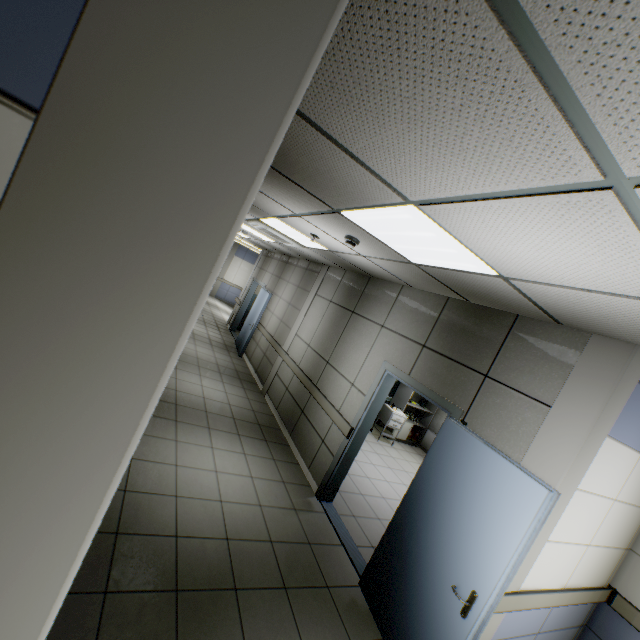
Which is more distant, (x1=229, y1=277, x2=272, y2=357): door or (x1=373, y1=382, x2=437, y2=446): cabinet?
(x1=229, y1=277, x2=272, y2=357): door

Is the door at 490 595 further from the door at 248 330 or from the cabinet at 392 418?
the door at 248 330

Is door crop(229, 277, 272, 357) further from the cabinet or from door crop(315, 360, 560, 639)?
door crop(315, 360, 560, 639)

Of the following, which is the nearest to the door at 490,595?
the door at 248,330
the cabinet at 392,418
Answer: the cabinet at 392,418

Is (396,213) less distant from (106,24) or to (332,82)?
(332,82)

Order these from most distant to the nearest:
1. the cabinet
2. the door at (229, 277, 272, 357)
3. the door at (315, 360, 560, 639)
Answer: the door at (229, 277, 272, 357) < the cabinet < the door at (315, 360, 560, 639)

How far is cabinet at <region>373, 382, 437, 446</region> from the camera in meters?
8.1 m

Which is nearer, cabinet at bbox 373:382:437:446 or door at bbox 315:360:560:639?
door at bbox 315:360:560:639
